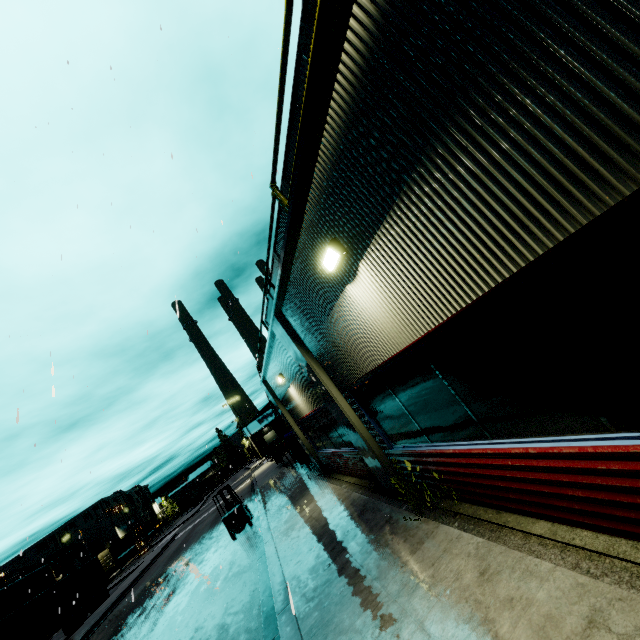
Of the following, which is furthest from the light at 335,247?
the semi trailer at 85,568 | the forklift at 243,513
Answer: the forklift at 243,513

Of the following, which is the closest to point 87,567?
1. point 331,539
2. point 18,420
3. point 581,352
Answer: point 331,539

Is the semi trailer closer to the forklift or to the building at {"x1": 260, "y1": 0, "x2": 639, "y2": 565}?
the building at {"x1": 260, "y1": 0, "x2": 639, "y2": 565}

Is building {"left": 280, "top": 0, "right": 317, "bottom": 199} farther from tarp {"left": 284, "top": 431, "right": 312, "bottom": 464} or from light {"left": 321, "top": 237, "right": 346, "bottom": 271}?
tarp {"left": 284, "top": 431, "right": 312, "bottom": 464}

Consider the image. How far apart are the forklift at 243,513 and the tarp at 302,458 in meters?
3.3 m

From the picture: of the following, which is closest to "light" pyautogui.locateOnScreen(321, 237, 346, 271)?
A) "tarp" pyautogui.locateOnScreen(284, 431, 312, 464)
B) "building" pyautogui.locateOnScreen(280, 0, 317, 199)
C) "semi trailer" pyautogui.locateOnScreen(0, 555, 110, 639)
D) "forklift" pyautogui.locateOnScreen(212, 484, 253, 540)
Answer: "building" pyautogui.locateOnScreen(280, 0, 317, 199)

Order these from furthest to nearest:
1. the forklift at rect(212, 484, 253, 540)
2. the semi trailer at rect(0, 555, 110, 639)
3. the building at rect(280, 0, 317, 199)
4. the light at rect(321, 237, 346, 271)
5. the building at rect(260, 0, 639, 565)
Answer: the semi trailer at rect(0, 555, 110, 639), the forklift at rect(212, 484, 253, 540), the building at rect(280, 0, 317, 199), the light at rect(321, 237, 346, 271), the building at rect(260, 0, 639, 565)

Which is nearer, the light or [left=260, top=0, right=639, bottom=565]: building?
[left=260, top=0, right=639, bottom=565]: building
